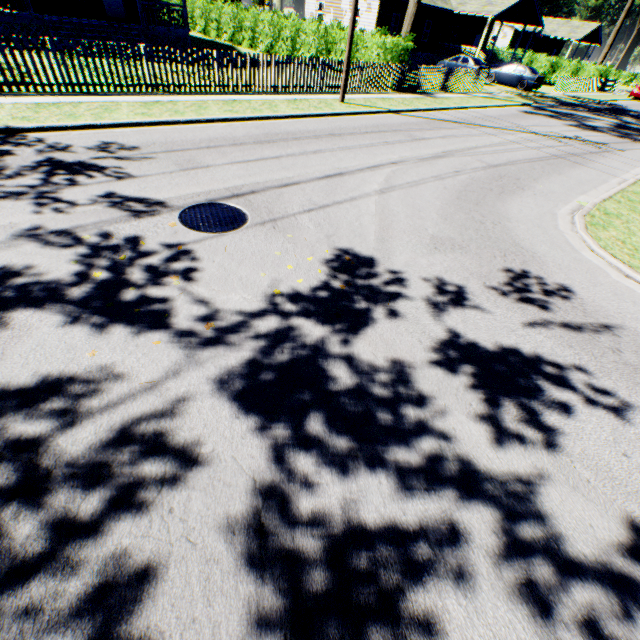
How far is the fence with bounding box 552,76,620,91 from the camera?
29.93m

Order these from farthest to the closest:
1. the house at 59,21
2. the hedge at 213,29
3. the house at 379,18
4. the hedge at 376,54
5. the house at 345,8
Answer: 1. the house at 345,8
2. the house at 379,18
3. the hedge at 213,29
4. the hedge at 376,54
5. the house at 59,21

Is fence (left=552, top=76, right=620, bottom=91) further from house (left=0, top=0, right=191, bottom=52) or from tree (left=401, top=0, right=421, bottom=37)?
house (left=0, top=0, right=191, bottom=52)

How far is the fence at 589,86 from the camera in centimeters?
2993cm

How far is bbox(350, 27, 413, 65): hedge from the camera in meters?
16.6

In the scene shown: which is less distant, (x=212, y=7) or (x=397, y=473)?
(x=397, y=473)

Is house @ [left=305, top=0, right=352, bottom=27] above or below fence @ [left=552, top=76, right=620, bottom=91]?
above

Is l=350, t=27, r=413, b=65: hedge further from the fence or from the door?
the fence
